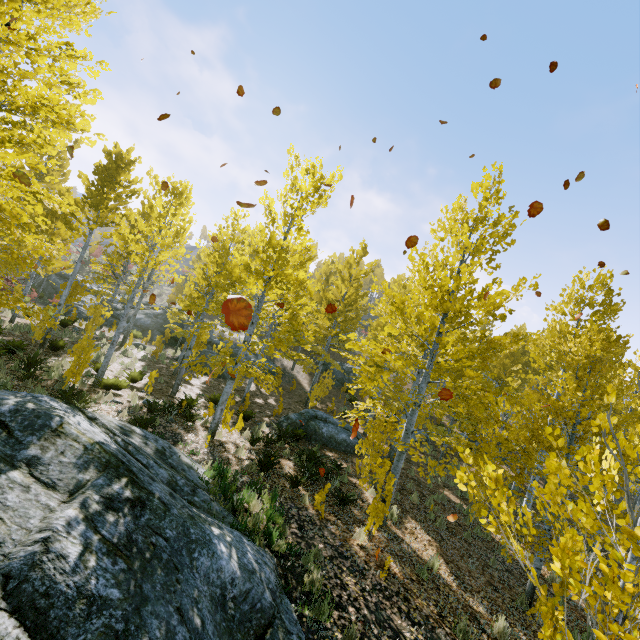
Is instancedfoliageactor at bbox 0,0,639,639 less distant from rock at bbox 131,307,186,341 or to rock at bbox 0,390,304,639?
rock at bbox 0,390,304,639

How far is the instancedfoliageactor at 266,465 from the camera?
8.5 meters

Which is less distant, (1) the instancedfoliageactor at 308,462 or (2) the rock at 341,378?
(1) the instancedfoliageactor at 308,462

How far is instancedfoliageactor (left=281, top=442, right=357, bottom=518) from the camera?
7.1 meters

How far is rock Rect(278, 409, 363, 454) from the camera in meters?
13.4

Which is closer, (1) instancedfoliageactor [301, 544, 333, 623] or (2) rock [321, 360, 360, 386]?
(1) instancedfoliageactor [301, 544, 333, 623]

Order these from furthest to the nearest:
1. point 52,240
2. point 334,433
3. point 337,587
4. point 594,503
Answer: point 334,433, point 52,240, point 337,587, point 594,503
